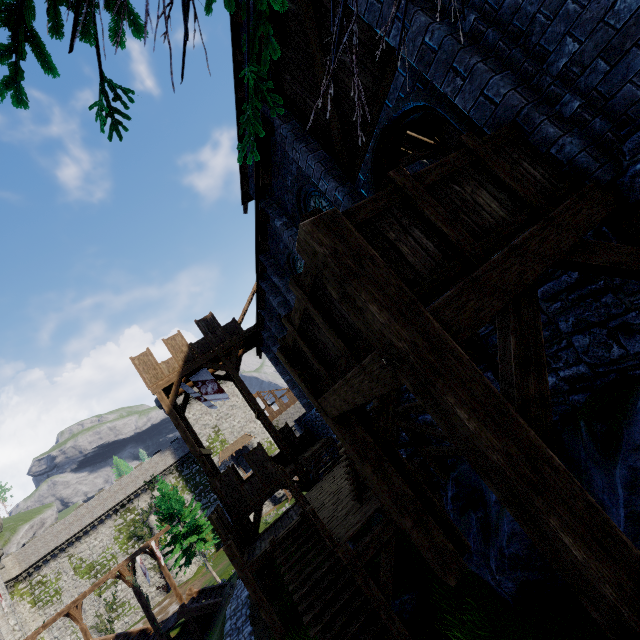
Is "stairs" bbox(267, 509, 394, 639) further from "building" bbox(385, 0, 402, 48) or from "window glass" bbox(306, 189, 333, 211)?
"window glass" bbox(306, 189, 333, 211)

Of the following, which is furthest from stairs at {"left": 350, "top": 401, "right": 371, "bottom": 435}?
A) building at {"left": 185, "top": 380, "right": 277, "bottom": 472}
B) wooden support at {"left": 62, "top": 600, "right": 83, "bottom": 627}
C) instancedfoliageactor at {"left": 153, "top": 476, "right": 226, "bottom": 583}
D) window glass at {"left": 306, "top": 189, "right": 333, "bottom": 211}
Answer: building at {"left": 185, "top": 380, "right": 277, "bottom": 472}

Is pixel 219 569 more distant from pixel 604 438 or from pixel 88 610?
pixel 604 438

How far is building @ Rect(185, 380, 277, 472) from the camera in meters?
47.6 m

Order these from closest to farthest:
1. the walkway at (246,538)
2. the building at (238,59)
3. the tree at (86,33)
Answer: the tree at (86,33) → the building at (238,59) → the walkway at (246,538)

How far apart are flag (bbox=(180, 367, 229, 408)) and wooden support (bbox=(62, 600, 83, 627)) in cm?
2084

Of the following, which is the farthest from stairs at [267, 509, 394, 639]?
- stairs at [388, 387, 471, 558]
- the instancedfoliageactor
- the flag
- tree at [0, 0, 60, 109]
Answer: the instancedfoliageactor

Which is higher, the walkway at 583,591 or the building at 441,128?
the building at 441,128
